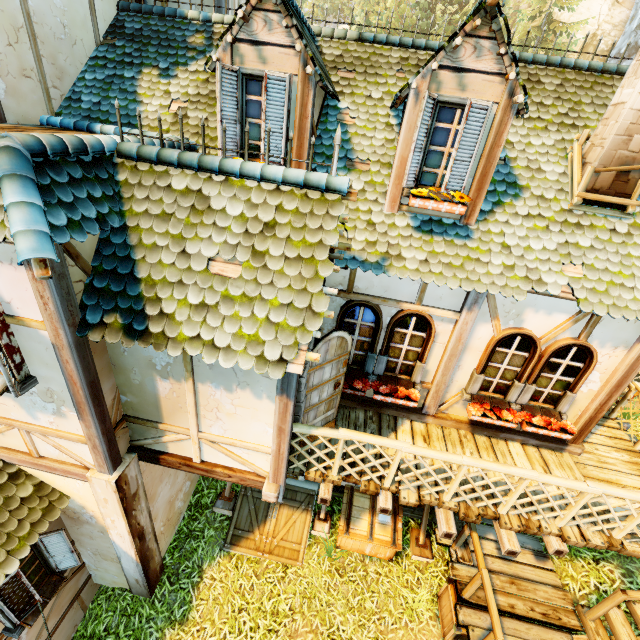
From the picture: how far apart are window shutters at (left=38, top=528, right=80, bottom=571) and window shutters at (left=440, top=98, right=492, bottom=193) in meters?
8.0

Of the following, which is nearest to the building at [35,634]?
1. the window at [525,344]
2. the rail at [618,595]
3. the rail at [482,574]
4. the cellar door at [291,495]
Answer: the window at [525,344]

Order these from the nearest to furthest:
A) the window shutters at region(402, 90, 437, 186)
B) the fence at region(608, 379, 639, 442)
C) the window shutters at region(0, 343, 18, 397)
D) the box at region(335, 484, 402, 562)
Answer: the window shutters at region(0, 343, 18, 397), the window shutters at region(402, 90, 437, 186), the fence at region(608, 379, 639, 442), the box at region(335, 484, 402, 562)

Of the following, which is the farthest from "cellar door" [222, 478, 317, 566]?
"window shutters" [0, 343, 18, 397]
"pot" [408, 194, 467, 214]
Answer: "pot" [408, 194, 467, 214]

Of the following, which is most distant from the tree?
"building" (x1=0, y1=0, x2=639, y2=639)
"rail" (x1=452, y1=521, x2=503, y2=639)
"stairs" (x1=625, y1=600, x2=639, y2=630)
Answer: "building" (x1=0, y1=0, x2=639, y2=639)

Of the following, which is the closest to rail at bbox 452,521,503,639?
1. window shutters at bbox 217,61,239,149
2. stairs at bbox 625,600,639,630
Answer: stairs at bbox 625,600,639,630

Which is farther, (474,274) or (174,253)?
(474,274)

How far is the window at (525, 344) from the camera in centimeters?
525cm
